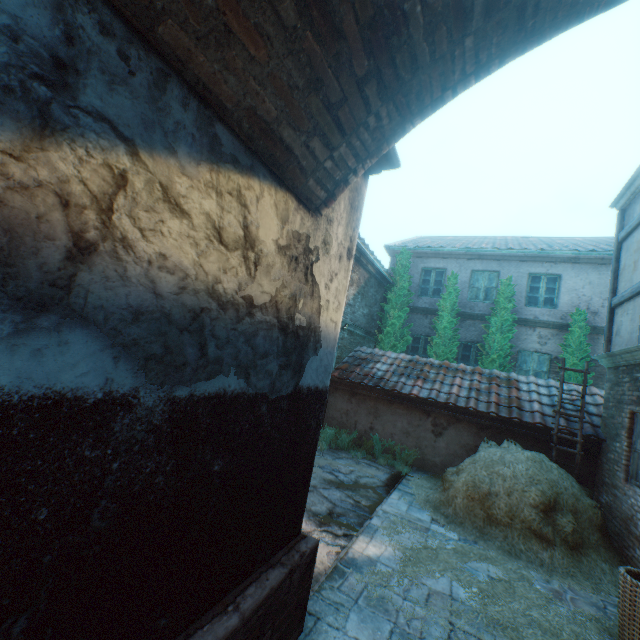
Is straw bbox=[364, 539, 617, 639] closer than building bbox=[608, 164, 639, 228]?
Yes

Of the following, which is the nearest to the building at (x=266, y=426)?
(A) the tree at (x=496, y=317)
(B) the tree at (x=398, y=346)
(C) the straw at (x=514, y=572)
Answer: (C) the straw at (x=514, y=572)

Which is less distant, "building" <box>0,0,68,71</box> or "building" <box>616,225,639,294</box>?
"building" <box>0,0,68,71</box>

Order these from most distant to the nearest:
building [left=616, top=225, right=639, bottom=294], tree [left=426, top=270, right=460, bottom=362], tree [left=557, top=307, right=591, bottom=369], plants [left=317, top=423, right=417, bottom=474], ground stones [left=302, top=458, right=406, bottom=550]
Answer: tree [left=426, top=270, right=460, bottom=362]
tree [left=557, top=307, right=591, bottom=369]
plants [left=317, top=423, right=417, bottom=474]
building [left=616, top=225, right=639, bottom=294]
ground stones [left=302, top=458, right=406, bottom=550]

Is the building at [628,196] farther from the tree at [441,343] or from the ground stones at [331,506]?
the tree at [441,343]

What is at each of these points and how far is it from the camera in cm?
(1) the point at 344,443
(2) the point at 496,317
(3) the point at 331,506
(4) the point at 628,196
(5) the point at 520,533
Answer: (1) plants, 962
(2) tree, 1170
(3) ground stones, 588
(4) building, 764
(5) straw pile, 555

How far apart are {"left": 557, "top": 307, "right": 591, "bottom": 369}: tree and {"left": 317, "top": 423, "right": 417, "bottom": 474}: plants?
6.34m
